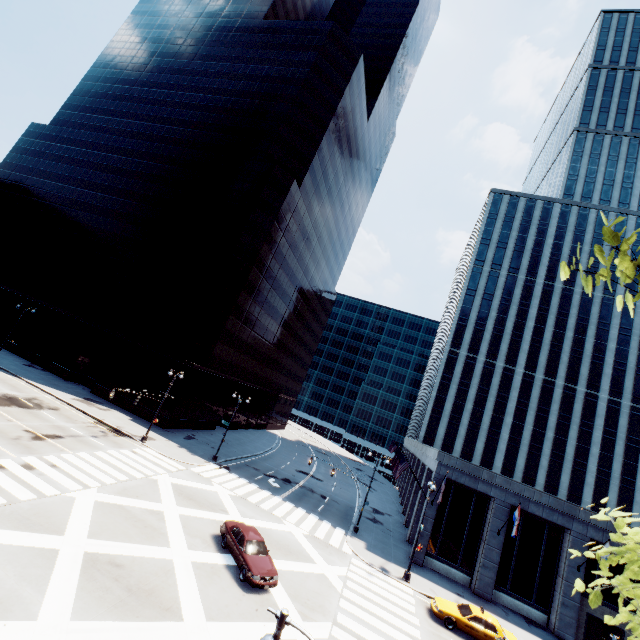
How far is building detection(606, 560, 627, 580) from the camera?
26.22m

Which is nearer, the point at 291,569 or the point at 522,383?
the point at 291,569

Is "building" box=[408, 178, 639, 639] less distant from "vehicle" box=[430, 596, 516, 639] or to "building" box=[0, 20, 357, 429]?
"vehicle" box=[430, 596, 516, 639]

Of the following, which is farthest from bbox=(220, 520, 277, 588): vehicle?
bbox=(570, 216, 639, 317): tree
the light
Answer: bbox=(570, 216, 639, 317): tree

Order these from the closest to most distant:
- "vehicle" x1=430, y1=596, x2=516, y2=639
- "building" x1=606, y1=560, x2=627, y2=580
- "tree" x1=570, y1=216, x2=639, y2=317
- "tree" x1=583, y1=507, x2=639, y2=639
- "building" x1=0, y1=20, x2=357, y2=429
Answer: "tree" x1=570, y1=216, x2=639, y2=317 < "tree" x1=583, y1=507, x2=639, y2=639 < "vehicle" x1=430, y1=596, x2=516, y2=639 < "building" x1=606, y1=560, x2=627, y2=580 < "building" x1=0, y1=20, x2=357, y2=429

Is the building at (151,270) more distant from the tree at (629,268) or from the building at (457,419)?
the tree at (629,268)

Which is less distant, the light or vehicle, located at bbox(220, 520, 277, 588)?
the light

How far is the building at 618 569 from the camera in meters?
26.2 m
